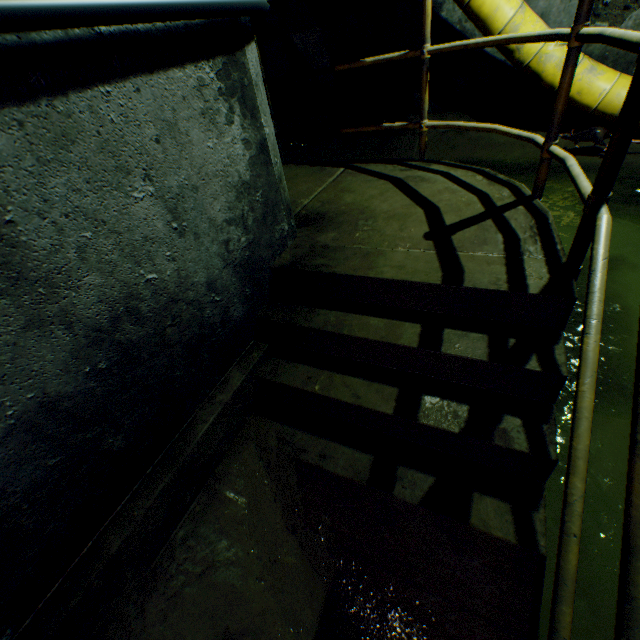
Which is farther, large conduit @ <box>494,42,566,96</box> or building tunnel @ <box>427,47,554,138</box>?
building tunnel @ <box>427,47,554,138</box>

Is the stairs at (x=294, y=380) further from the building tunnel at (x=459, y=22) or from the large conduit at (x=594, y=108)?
the large conduit at (x=594, y=108)

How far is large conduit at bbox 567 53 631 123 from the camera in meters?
3.6

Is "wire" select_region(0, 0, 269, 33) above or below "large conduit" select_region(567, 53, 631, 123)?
above

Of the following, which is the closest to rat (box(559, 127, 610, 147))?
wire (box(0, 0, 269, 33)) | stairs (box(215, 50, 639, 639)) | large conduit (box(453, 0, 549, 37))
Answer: large conduit (box(453, 0, 549, 37))

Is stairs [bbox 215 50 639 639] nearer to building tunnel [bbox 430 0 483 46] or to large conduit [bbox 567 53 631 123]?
building tunnel [bbox 430 0 483 46]

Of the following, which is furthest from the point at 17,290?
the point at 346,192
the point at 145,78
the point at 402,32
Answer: the point at 402,32
